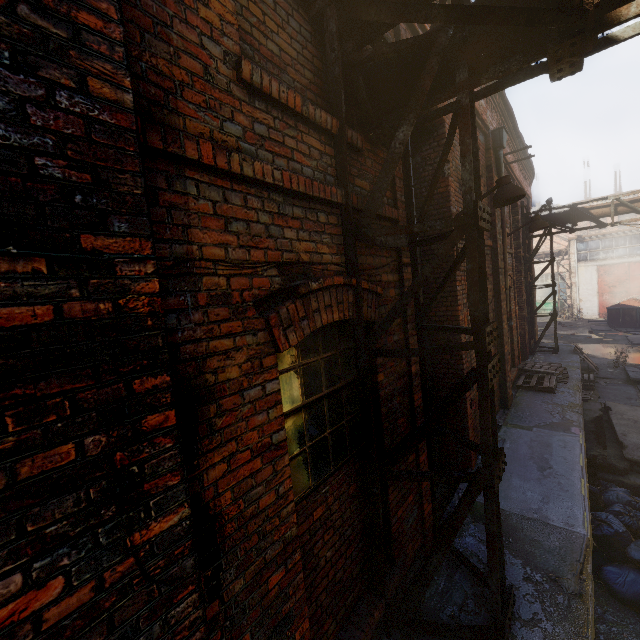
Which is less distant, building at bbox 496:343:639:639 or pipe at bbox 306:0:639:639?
pipe at bbox 306:0:639:639

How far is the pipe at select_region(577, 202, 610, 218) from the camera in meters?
11.1 m

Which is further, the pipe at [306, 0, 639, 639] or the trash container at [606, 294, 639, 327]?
the trash container at [606, 294, 639, 327]

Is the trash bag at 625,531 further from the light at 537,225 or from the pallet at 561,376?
the light at 537,225

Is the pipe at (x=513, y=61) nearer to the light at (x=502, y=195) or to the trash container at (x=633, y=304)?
the light at (x=502, y=195)

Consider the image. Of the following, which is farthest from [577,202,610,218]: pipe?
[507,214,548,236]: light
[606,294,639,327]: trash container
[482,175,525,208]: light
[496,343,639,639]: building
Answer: [606,294,639,327]: trash container

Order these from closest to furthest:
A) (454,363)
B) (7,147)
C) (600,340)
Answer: (7,147), (454,363), (600,340)

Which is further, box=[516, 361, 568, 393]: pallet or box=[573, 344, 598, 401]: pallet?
box=[573, 344, 598, 401]: pallet
